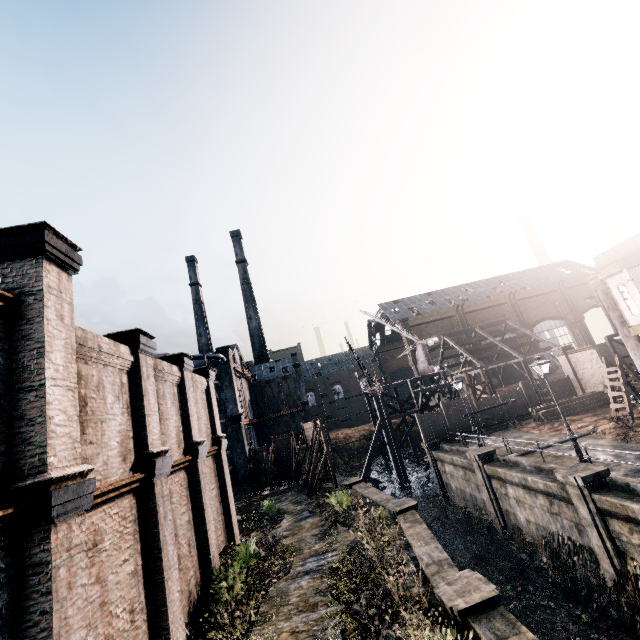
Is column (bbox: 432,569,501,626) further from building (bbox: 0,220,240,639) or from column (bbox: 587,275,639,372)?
column (bbox: 587,275,639,372)

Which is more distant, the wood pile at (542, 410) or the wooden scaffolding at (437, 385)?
the wooden scaffolding at (437, 385)

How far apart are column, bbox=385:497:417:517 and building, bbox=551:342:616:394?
26.1 meters

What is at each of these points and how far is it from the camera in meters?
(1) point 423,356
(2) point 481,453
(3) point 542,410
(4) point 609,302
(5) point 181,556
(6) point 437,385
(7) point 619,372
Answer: (1) crane, 41.5
(2) column, 22.4
(3) wood pile, 28.3
(4) column, 20.9
(5) building, 12.4
(6) wooden scaffolding, 37.2
(7) ladder, 21.9

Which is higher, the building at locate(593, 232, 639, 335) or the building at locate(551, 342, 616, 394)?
the building at locate(593, 232, 639, 335)

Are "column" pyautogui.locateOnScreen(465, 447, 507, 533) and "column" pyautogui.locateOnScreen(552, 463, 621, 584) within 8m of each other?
yes

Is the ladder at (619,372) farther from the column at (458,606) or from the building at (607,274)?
the column at (458,606)

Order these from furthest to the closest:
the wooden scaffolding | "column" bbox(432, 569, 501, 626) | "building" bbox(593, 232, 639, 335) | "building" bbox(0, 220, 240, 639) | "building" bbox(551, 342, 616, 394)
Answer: the wooden scaffolding
"building" bbox(551, 342, 616, 394)
"building" bbox(593, 232, 639, 335)
"column" bbox(432, 569, 501, 626)
"building" bbox(0, 220, 240, 639)
